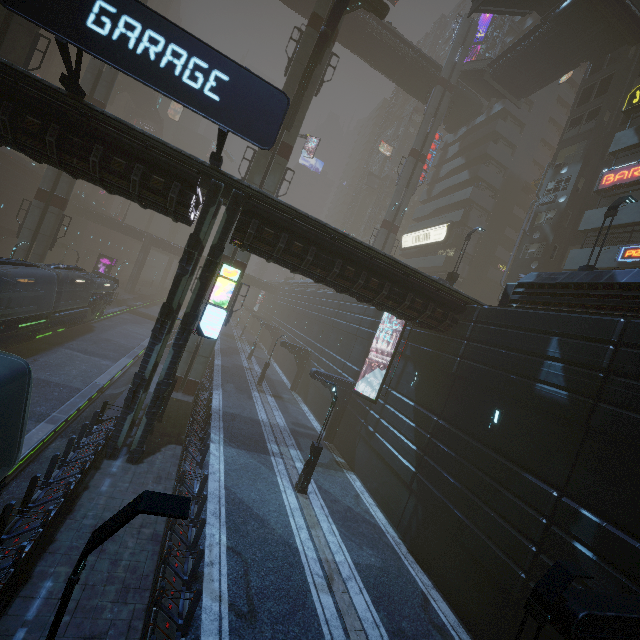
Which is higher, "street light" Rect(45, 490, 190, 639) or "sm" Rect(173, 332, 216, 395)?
"street light" Rect(45, 490, 190, 639)

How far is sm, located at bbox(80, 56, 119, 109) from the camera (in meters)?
27.48

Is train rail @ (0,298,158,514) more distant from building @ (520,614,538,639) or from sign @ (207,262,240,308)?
sign @ (207,262,240,308)

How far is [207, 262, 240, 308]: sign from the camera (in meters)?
13.43

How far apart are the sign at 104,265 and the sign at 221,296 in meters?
39.8

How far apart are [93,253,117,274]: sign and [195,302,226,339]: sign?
39.8m

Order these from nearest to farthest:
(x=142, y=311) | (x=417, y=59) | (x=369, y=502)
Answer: (x=369, y=502), (x=417, y=59), (x=142, y=311)
